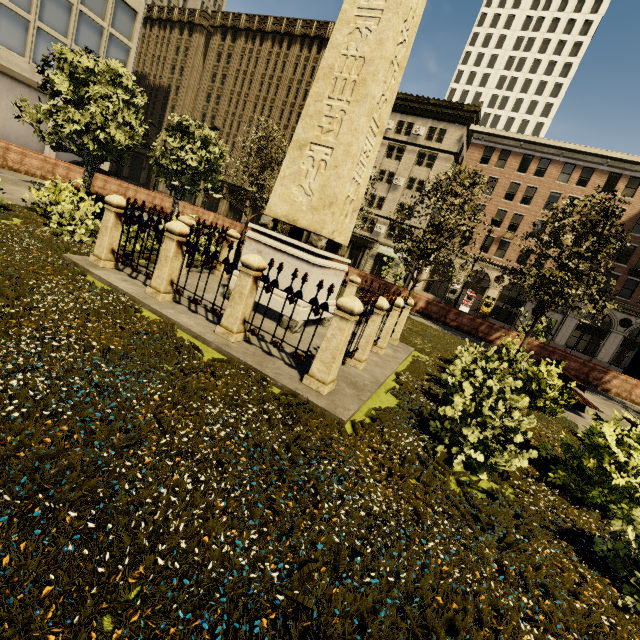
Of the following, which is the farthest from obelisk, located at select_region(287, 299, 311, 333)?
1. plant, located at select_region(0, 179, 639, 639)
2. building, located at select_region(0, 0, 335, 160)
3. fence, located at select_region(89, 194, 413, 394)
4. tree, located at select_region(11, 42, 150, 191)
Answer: building, located at select_region(0, 0, 335, 160)

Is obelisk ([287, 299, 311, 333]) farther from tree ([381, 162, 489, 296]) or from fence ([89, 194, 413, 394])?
tree ([381, 162, 489, 296])

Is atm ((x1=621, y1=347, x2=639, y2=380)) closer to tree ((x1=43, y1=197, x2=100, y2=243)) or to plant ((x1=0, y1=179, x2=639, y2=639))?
tree ((x1=43, y1=197, x2=100, y2=243))

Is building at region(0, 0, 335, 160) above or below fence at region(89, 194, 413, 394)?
above

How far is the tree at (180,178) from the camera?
17.12m

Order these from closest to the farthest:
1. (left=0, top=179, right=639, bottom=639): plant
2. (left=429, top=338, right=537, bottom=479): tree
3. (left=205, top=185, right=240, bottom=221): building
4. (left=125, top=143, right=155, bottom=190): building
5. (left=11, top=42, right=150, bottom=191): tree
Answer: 1. (left=0, top=179, right=639, bottom=639): plant
2. (left=429, top=338, right=537, bottom=479): tree
3. (left=11, top=42, right=150, bottom=191): tree
4. (left=205, top=185, right=240, bottom=221): building
5. (left=125, top=143, right=155, bottom=190): building

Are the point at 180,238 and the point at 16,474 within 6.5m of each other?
yes

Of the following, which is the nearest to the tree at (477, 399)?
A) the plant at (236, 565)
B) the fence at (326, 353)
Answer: the plant at (236, 565)
